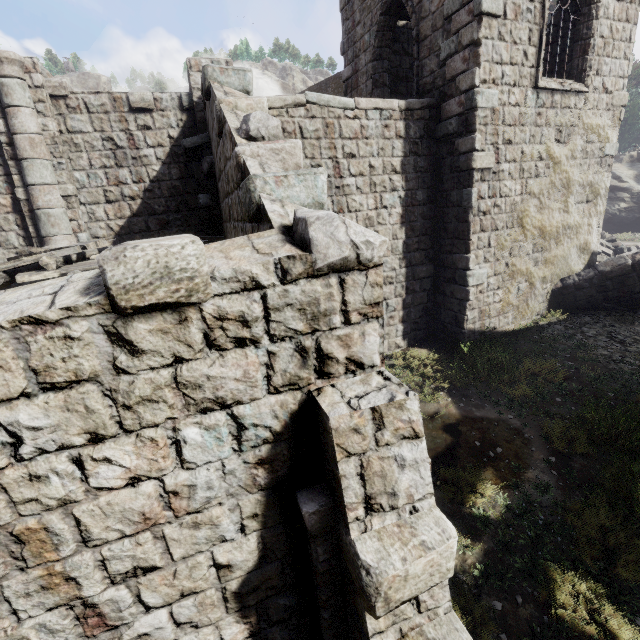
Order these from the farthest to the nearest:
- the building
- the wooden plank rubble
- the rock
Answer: the rock
the wooden plank rubble
the building

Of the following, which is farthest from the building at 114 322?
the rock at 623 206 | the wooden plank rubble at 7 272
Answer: the rock at 623 206

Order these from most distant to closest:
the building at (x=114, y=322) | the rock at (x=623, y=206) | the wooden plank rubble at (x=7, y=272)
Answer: the rock at (x=623, y=206) → the wooden plank rubble at (x=7, y=272) → the building at (x=114, y=322)

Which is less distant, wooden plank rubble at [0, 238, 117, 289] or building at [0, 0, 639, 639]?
building at [0, 0, 639, 639]

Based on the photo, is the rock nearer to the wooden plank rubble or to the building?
the building

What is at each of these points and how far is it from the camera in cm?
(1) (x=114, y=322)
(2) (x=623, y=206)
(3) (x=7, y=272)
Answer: (1) building, 222
(2) rock, 2034
(3) wooden plank rubble, 616
